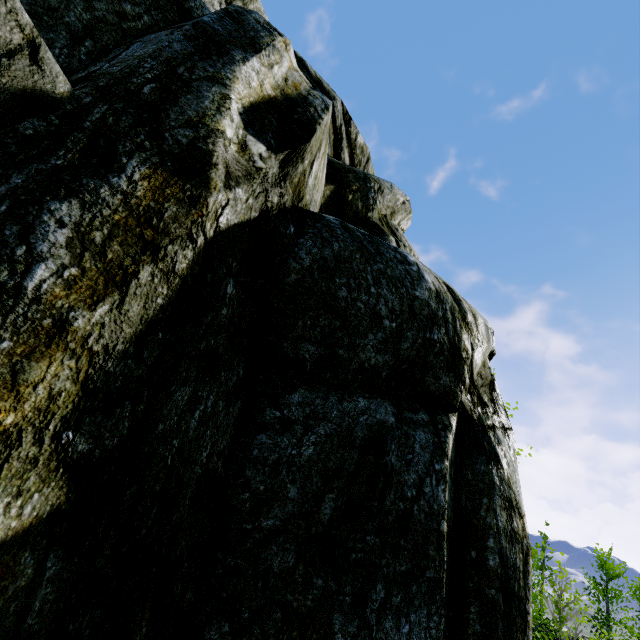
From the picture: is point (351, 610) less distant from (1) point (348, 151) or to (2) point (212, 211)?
(2) point (212, 211)
